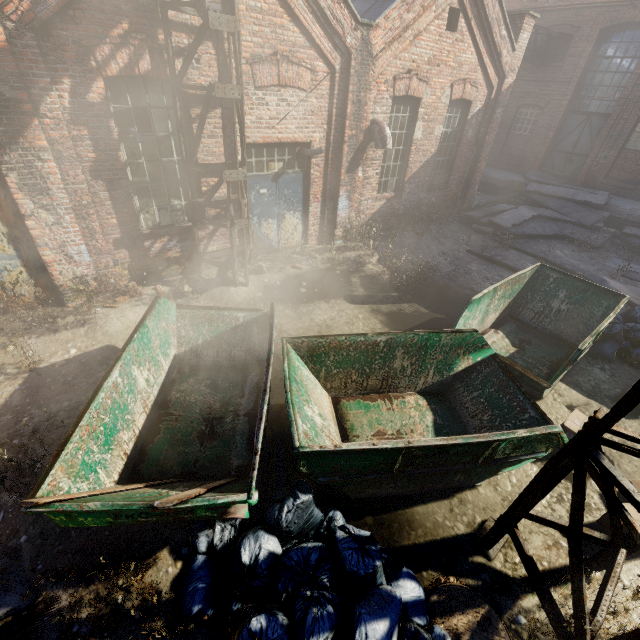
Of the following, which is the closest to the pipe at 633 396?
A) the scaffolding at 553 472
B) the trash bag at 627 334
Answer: the scaffolding at 553 472

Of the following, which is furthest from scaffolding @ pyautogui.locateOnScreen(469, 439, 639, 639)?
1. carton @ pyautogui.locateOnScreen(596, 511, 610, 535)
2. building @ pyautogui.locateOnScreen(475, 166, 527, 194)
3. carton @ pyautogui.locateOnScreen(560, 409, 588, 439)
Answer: building @ pyautogui.locateOnScreen(475, 166, 527, 194)

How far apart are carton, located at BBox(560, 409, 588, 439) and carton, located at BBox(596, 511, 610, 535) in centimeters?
67cm

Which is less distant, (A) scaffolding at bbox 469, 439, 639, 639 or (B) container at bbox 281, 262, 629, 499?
(A) scaffolding at bbox 469, 439, 639, 639

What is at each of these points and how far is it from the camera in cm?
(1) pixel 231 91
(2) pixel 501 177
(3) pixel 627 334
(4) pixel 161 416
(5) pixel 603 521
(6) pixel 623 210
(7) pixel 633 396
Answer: (1) pipe, 553
(2) building, 1664
(3) trash bag, 679
(4) container, 457
(5) carton, 409
(6) building, 1334
(7) pipe, 221

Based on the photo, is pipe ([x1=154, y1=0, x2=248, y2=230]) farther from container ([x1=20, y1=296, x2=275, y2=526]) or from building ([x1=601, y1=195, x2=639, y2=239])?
building ([x1=601, y1=195, x2=639, y2=239])

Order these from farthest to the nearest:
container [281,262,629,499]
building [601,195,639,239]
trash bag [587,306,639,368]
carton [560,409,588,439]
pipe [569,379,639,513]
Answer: building [601,195,639,239], trash bag [587,306,639,368], carton [560,409,588,439], container [281,262,629,499], pipe [569,379,639,513]

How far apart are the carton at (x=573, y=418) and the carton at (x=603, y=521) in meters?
0.7
